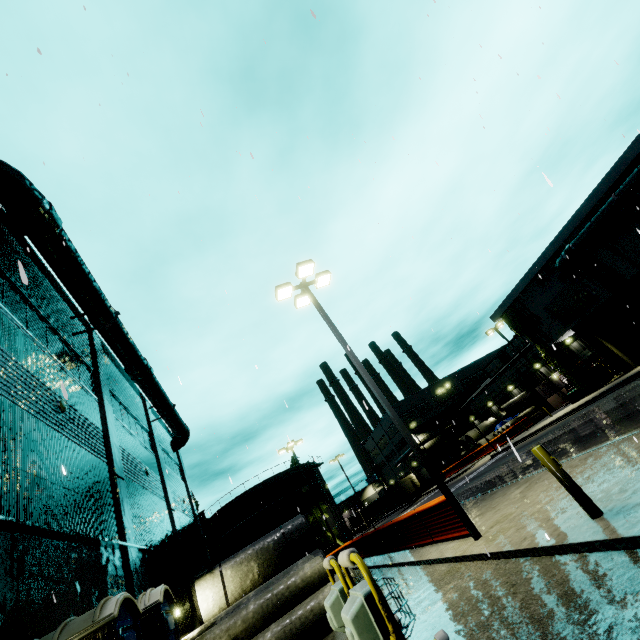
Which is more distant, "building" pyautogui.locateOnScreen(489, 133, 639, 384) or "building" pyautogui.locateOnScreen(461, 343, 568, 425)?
"building" pyautogui.locateOnScreen(461, 343, 568, 425)

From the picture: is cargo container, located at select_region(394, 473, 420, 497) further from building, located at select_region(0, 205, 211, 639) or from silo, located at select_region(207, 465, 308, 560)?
building, located at select_region(0, 205, 211, 639)

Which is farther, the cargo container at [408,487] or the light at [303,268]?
the cargo container at [408,487]

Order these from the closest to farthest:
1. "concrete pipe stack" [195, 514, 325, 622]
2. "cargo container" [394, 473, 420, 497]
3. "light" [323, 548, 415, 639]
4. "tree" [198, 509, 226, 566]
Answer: "light" [323, 548, 415, 639], "concrete pipe stack" [195, 514, 325, 622], "tree" [198, 509, 226, 566], "cargo container" [394, 473, 420, 497]

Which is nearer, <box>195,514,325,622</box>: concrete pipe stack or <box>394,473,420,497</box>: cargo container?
<box>195,514,325,622</box>: concrete pipe stack

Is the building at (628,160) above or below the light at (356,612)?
above

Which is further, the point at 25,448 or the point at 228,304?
the point at 228,304

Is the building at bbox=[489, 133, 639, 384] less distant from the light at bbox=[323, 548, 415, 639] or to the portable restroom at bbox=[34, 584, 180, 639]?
the portable restroom at bbox=[34, 584, 180, 639]
